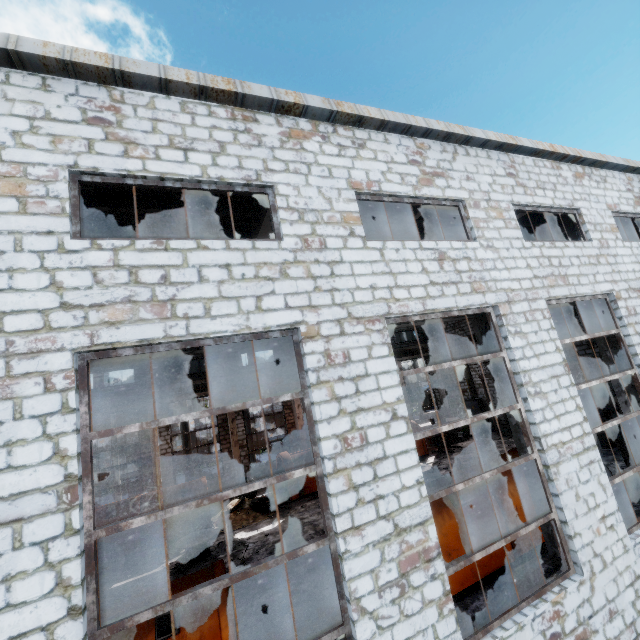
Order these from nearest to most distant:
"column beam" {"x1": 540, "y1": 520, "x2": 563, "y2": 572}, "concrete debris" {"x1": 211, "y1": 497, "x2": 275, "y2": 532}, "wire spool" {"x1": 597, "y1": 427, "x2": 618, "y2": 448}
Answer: "column beam" {"x1": 540, "y1": 520, "x2": 563, "y2": 572} < "concrete debris" {"x1": 211, "y1": 497, "x2": 275, "y2": 532} < "wire spool" {"x1": 597, "y1": 427, "x2": 618, "y2": 448}

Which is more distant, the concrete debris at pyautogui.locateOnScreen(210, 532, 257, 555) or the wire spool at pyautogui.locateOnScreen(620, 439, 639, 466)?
the concrete debris at pyautogui.locateOnScreen(210, 532, 257, 555)

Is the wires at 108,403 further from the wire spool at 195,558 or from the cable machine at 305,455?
the wire spool at 195,558

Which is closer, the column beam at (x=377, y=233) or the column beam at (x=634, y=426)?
the column beam at (x=634, y=426)

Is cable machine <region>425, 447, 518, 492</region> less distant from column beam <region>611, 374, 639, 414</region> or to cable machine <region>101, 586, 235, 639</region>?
column beam <region>611, 374, 639, 414</region>

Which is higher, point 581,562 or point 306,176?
point 306,176

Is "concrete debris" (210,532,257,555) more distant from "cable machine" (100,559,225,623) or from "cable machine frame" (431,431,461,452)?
"cable machine frame" (431,431,461,452)

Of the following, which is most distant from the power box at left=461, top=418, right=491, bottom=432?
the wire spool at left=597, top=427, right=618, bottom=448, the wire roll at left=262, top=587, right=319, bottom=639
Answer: the wire roll at left=262, top=587, right=319, bottom=639
